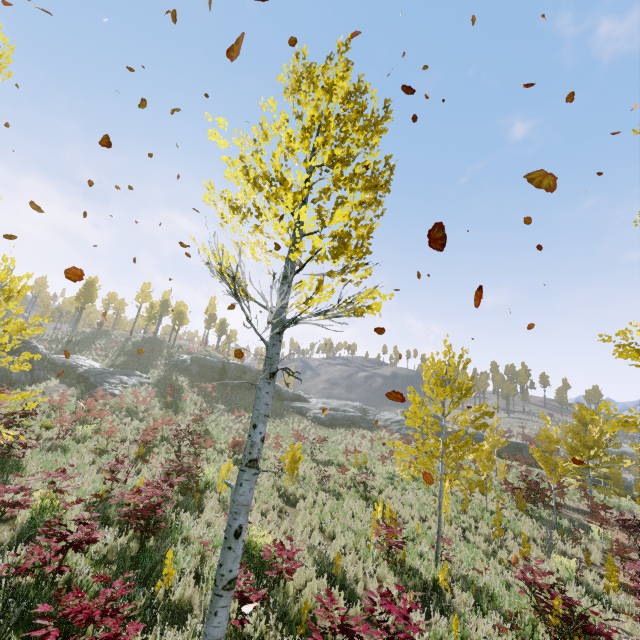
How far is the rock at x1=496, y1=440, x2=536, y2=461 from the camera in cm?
3538

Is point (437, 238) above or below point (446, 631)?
above

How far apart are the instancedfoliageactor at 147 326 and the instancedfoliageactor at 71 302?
9.3 meters

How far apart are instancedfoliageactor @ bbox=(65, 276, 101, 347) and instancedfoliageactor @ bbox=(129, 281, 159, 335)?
9.3 meters

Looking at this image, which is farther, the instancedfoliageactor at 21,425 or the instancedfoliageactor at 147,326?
the instancedfoliageactor at 147,326

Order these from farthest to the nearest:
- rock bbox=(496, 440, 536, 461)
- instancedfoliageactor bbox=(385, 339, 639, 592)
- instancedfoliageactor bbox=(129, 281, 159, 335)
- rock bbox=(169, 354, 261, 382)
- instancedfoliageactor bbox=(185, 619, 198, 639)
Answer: instancedfoliageactor bbox=(129, 281, 159, 335) < rock bbox=(169, 354, 261, 382) < rock bbox=(496, 440, 536, 461) < instancedfoliageactor bbox=(385, 339, 639, 592) < instancedfoliageactor bbox=(185, 619, 198, 639)

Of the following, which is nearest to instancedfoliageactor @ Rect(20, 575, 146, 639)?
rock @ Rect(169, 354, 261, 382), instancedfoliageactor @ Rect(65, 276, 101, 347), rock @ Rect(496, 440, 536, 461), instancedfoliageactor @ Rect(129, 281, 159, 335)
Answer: rock @ Rect(496, 440, 536, 461)

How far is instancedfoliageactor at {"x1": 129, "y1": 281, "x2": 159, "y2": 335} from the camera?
52.42m
